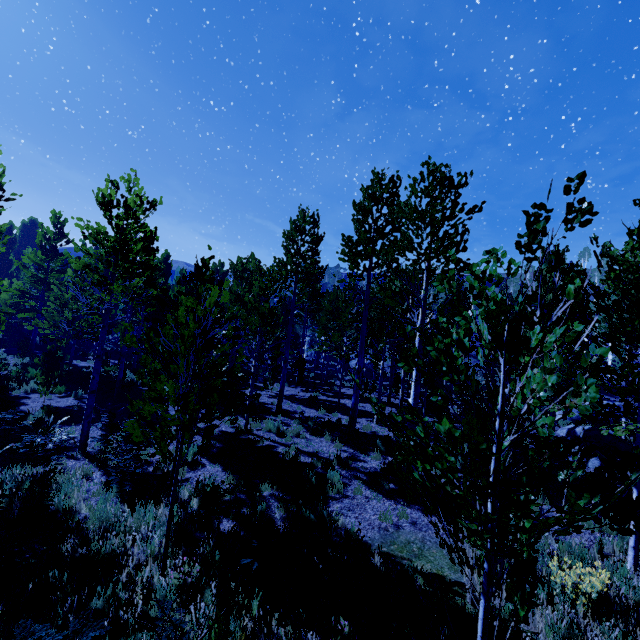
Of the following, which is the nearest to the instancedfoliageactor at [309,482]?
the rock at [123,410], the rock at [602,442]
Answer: the rock at [602,442]

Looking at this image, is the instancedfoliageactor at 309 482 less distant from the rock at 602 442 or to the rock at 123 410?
the rock at 602 442

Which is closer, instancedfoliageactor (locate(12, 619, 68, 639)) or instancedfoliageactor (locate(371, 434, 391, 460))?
instancedfoliageactor (locate(12, 619, 68, 639))

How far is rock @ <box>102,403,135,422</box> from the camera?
12.20m

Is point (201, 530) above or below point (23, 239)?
below

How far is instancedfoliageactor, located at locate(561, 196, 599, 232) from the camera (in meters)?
2.44

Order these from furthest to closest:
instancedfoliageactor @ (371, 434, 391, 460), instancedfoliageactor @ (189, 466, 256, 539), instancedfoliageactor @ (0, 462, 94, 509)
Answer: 1. instancedfoliageactor @ (371, 434, 391, 460)
2. instancedfoliageactor @ (0, 462, 94, 509)
3. instancedfoliageactor @ (189, 466, 256, 539)
